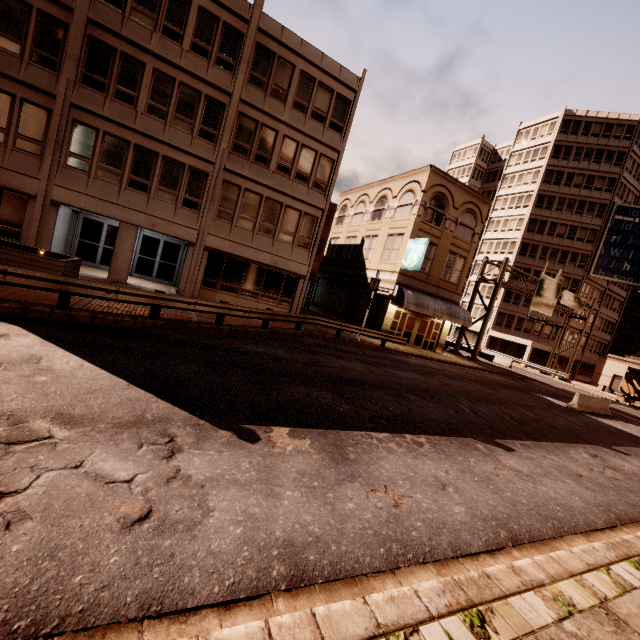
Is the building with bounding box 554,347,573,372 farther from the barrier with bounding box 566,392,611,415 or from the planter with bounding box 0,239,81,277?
the planter with bounding box 0,239,81,277

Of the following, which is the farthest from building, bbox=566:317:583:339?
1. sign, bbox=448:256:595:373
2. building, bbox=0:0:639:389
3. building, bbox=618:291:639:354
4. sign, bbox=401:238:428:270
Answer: sign, bbox=401:238:428:270

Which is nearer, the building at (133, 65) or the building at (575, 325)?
the building at (133, 65)

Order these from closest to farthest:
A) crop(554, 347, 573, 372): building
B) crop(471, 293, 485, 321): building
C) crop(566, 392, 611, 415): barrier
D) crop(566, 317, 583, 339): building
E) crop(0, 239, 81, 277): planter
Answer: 1. crop(0, 239, 81, 277): planter
2. crop(566, 392, 611, 415): barrier
3. crop(566, 317, 583, 339): building
4. crop(554, 347, 573, 372): building
5. crop(471, 293, 485, 321): building

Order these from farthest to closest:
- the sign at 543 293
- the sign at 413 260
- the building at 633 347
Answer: the building at 633 347, the sign at 543 293, the sign at 413 260

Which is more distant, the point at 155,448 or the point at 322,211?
the point at 322,211

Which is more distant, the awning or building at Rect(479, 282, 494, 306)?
building at Rect(479, 282, 494, 306)

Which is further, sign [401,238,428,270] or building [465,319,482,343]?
building [465,319,482,343]
